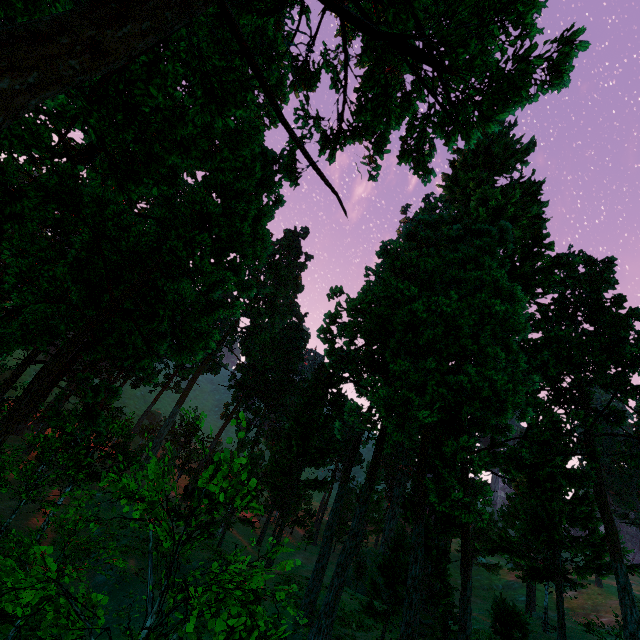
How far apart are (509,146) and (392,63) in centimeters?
4402cm
